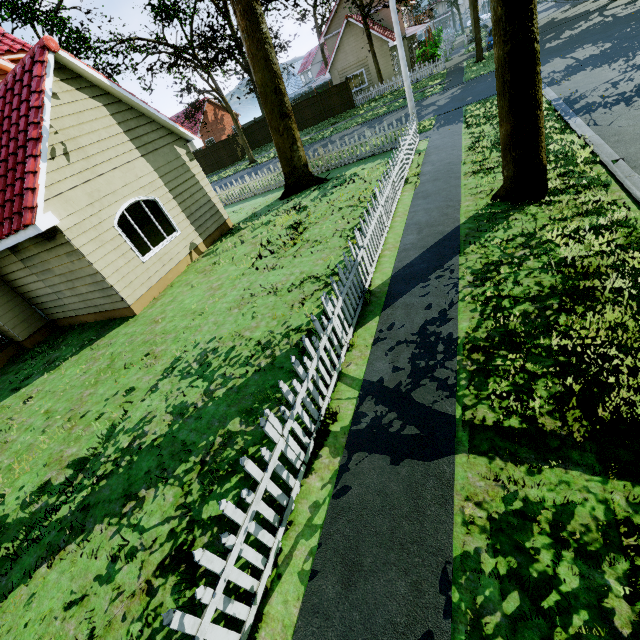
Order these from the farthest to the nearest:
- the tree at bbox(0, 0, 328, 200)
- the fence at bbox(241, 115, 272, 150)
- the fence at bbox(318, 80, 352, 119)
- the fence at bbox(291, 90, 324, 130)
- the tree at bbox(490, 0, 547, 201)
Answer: the fence at bbox(241, 115, 272, 150) → the fence at bbox(291, 90, 324, 130) → the fence at bbox(318, 80, 352, 119) → the tree at bbox(0, 0, 328, 200) → the tree at bbox(490, 0, 547, 201)

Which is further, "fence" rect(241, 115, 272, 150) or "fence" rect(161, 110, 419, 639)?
"fence" rect(241, 115, 272, 150)

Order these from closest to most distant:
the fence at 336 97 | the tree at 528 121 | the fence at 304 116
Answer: the tree at 528 121
the fence at 336 97
the fence at 304 116

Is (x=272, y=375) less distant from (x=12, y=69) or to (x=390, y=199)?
(x=390, y=199)

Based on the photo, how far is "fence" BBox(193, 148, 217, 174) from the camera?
34.5m

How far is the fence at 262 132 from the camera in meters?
33.7
